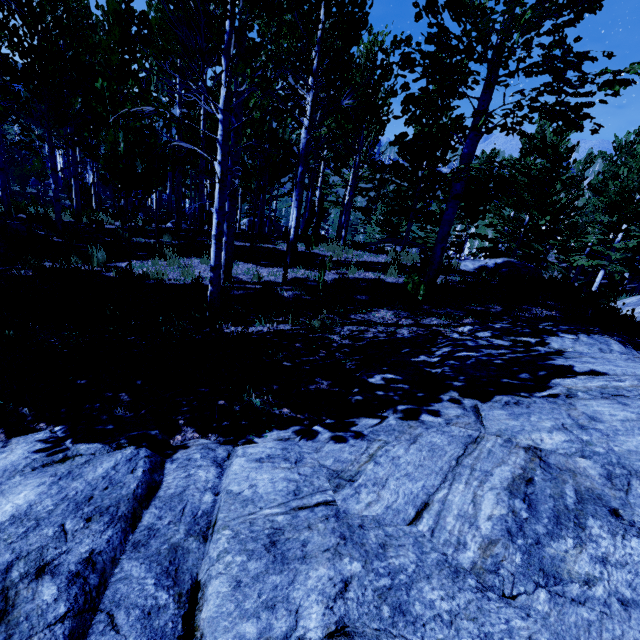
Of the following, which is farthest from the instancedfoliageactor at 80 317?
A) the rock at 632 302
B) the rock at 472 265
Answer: the rock at 472 265

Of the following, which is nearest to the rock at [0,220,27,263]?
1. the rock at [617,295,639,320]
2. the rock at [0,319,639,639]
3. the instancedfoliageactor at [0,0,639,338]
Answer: the instancedfoliageactor at [0,0,639,338]

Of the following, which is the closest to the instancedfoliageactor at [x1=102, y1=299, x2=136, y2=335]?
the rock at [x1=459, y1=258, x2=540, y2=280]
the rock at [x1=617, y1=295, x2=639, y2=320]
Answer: the rock at [x1=617, y1=295, x2=639, y2=320]

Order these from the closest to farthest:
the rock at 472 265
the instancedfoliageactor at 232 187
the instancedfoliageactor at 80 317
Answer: the instancedfoliageactor at 232 187 < the instancedfoliageactor at 80 317 < the rock at 472 265

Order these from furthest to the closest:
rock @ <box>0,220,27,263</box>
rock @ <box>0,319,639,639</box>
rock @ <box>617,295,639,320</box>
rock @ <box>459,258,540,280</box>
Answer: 1. rock @ <box>617,295,639,320</box>
2. rock @ <box>459,258,540,280</box>
3. rock @ <box>0,220,27,263</box>
4. rock @ <box>0,319,639,639</box>

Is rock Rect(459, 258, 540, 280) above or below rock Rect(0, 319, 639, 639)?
above

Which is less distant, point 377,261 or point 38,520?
point 38,520
